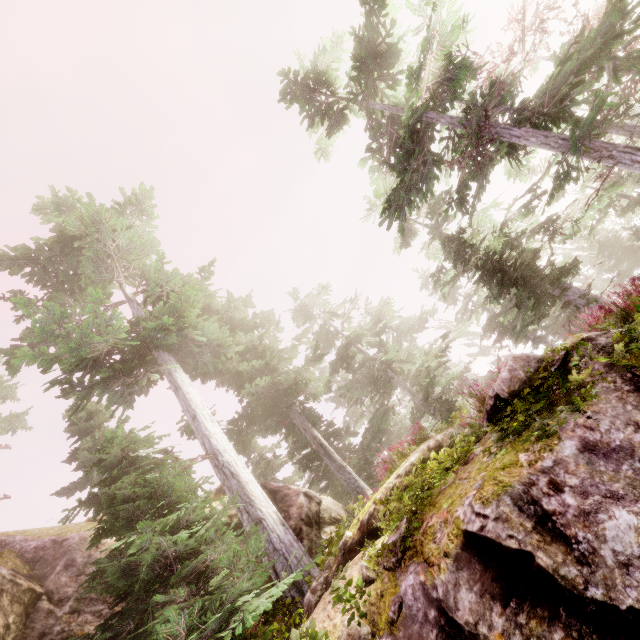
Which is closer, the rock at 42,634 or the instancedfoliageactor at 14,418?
the rock at 42,634

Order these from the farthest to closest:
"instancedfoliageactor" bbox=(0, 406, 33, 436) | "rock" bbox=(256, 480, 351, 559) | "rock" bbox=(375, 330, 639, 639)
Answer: "instancedfoliageactor" bbox=(0, 406, 33, 436) → "rock" bbox=(256, 480, 351, 559) → "rock" bbox=(375, 330, 639, 639)

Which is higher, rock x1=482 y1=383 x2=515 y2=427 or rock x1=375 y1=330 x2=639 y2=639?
rock x1=482 y1=383 x2=515 y2=427

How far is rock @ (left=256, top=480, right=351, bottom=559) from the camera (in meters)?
9.84

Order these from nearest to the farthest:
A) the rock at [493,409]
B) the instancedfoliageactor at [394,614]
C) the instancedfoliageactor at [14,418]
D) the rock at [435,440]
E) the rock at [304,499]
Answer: the instancedfoliageactor at [394,614] < the rock at [493,409] < the rock at [435,440] < the rock at [304,499] < the instancedfoliageactor at [14,418]

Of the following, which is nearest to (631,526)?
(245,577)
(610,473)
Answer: (610,473)

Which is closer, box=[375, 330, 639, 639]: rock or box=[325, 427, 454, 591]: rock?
box=[375, 330, 639, 639]: rock
